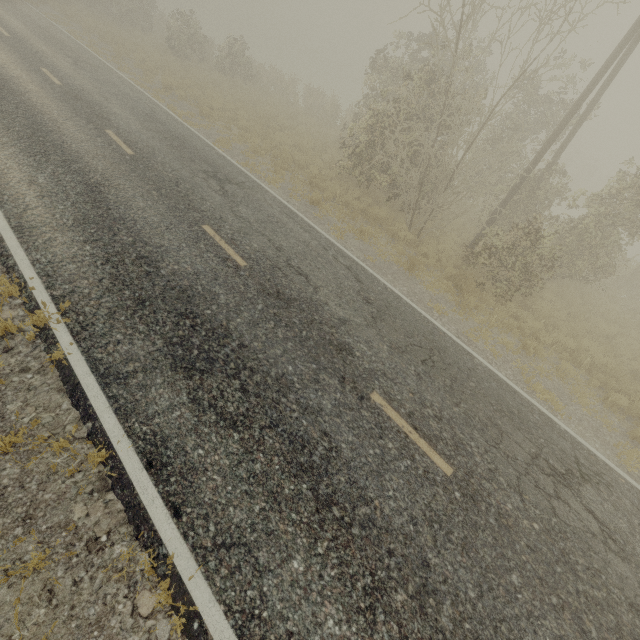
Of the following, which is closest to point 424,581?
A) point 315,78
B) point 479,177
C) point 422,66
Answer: point 422,66
